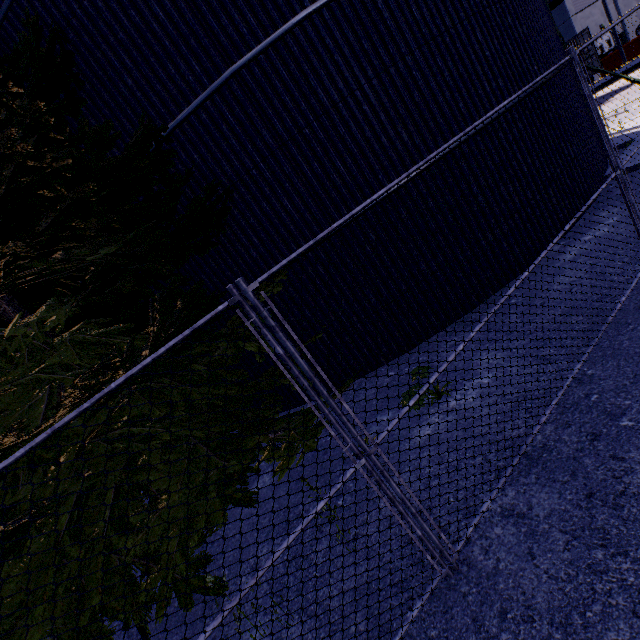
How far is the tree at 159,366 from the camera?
2.6 meters

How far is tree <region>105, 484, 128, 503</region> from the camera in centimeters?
367cm

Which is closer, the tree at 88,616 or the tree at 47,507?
the tree at 47,507

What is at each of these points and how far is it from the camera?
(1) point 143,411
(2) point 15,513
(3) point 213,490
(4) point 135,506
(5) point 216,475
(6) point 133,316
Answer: (1) tree, 3.9m
(2) tree, 3.4m
(3) tree, 3.5m
(4) tree, 4.2m
(5) tree, 3.8m
(6) tree, 6.2m

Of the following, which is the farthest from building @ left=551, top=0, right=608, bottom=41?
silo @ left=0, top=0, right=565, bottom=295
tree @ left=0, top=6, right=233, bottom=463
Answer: silo @ left=0, top=0, right=565, bottom=295

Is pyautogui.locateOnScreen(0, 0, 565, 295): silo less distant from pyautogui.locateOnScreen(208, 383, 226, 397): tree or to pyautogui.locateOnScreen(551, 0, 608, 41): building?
pyautogui.locateOnScreen(208, 383, 226, 397): tree
